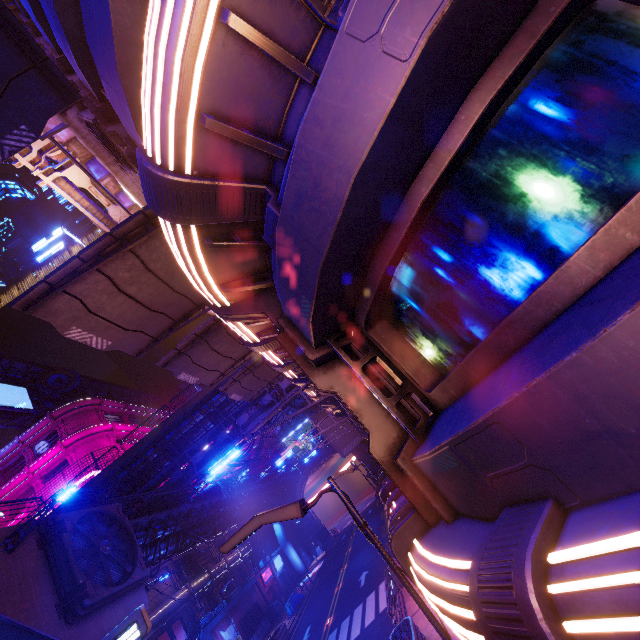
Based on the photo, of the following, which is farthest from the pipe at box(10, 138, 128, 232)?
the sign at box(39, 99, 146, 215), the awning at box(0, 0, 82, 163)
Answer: the awning at box(0, 0, 82, 163)

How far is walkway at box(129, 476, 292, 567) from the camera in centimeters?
2169cm

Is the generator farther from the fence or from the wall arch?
the wall arch

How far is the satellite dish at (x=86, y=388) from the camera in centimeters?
4691cm

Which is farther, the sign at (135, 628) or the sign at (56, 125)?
the sign at (135, 628)

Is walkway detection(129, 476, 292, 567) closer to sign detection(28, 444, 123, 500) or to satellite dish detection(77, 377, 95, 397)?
sign detection(28, 444, 123, 500)

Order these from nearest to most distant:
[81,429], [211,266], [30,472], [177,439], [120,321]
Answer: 1. [211,266]
2. [120,321]
3. [177,439]
4. [30,472]
5. [81,429]

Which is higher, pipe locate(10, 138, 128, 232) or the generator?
pipe locate(10, 138, 128, 232)
